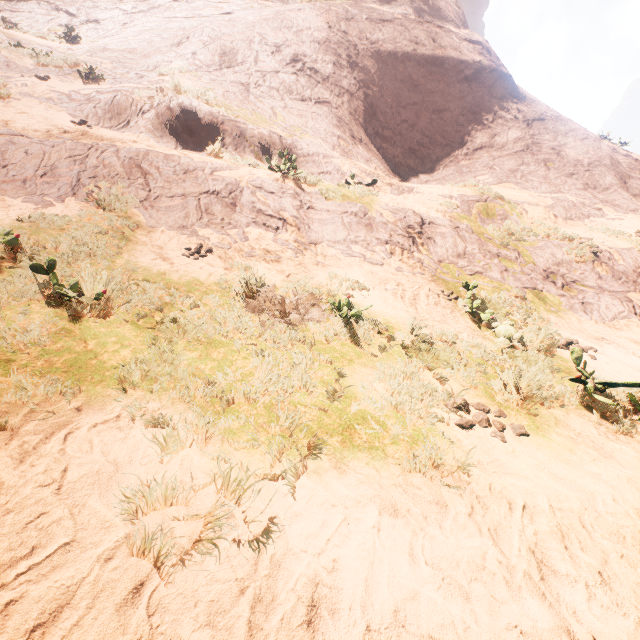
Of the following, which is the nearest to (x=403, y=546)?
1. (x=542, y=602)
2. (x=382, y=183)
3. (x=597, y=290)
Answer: (x=542, y=602)
